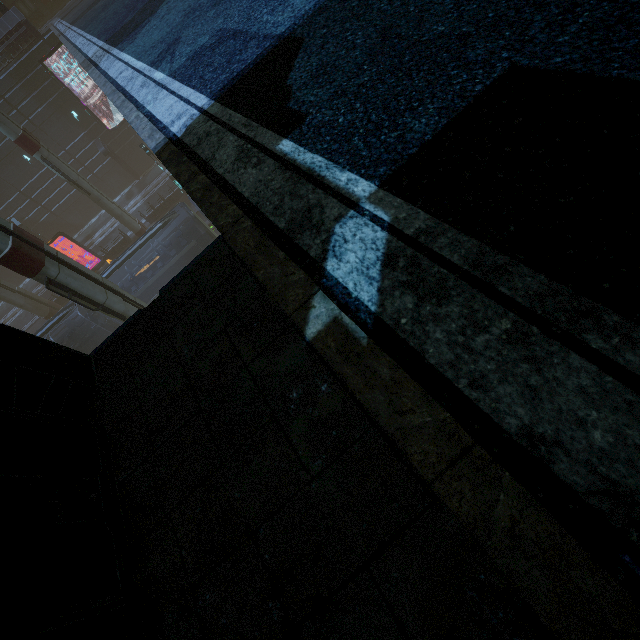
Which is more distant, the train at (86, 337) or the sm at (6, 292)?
the sm at (6, 292)

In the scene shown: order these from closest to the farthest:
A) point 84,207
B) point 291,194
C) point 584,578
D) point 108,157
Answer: point 584,578 < point 291,194 < point 108,157 < point 84,207

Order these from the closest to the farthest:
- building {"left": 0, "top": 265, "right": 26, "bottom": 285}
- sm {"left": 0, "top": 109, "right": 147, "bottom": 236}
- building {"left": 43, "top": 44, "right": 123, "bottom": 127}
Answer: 1. sm {"left": 0, "top": 109, "right": 147, "bottom": 236}
2. building {"left": 43, "top": 44, "right": 123, "bottom": 127}
3. building {"left": 0, "top": 265, "right": 26, "bottom": 285}

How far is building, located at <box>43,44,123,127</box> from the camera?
27.80m

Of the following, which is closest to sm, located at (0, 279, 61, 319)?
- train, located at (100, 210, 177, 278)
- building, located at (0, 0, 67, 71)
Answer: building, located at (0, 0, 67, 71)

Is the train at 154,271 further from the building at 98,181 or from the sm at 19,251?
the sm at 19,251

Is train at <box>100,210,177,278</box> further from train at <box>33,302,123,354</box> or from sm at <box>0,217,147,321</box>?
sm at <box>0,217,147,321</box>

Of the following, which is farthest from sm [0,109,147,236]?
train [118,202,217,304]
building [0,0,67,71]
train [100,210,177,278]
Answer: train [100,210,177,278]
